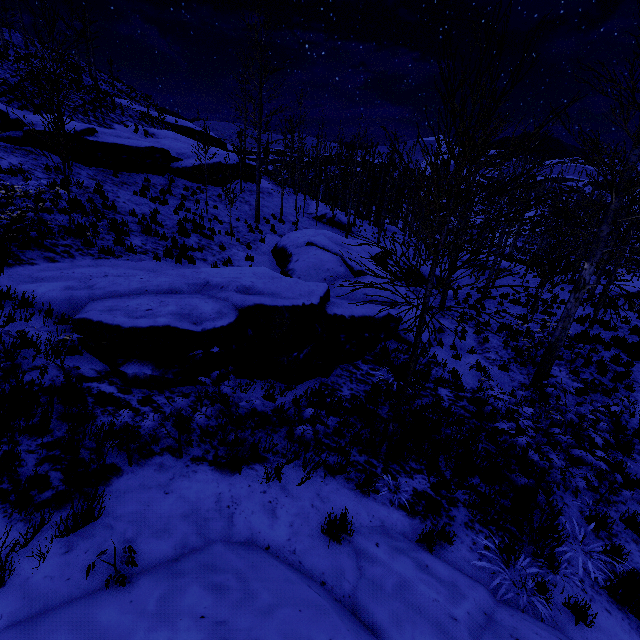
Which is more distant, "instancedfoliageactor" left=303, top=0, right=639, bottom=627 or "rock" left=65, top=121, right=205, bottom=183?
"rock" left=65, top=121, right=205, bottom=183

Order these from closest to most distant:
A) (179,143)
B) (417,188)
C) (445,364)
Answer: (445,364)
(179,143)
(417,188)

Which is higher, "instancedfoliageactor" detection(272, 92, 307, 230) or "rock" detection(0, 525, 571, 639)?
"instancedfoliageactor" detection(272, 92, 307, 230)

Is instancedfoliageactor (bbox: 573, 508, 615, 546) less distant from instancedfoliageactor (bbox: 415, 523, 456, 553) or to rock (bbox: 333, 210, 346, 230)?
rock (bbox: 333, 210, 346, 230)

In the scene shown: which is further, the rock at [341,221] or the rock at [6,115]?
the rock at [341,221]

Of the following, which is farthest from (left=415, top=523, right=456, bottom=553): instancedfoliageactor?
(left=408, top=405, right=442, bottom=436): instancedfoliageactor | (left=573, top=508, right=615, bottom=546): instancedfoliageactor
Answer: (left=573, top=508, right=615, bottom=546): instancedfoliageactor

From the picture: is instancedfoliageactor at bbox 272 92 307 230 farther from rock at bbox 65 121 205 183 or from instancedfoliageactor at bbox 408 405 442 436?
instancedfoliageactor at bbox 408 405 442 436

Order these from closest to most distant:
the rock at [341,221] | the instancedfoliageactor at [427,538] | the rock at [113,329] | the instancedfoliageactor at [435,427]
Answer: the instancedfoliageactor at [427,538]
the rock at [113,329]
the instancedfoliageactor at [435,427]
the rock at [341,221]
